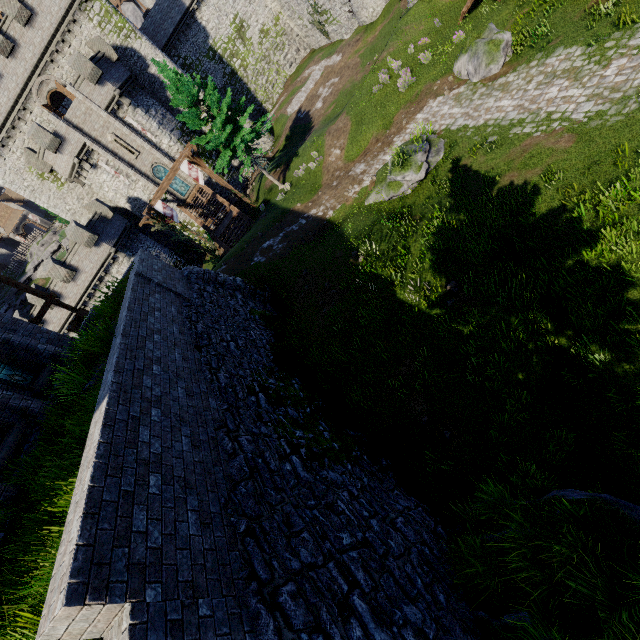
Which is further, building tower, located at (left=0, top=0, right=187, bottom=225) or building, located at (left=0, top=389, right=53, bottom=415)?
building tower, located at (left=0, top=0, right=187, bottom=225)

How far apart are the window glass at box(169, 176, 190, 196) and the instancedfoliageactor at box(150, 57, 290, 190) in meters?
13.0

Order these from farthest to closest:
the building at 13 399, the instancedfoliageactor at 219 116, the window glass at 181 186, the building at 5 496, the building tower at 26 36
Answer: the window glass at 181 186 < the building tower at 26 36 < the instancedfoliageactor at 219 116 < the building at 13 399 < the building at 5 496

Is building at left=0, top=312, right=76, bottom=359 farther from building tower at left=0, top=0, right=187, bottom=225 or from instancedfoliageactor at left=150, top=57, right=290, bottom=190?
building tower at left=0, top=0, right=187, bottom=225

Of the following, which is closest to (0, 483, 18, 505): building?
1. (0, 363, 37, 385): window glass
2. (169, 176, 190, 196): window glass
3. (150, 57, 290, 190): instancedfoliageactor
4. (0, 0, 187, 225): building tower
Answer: (0, 363, 37, 385): window glass

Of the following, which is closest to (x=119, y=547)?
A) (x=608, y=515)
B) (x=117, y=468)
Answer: (x=117, y=468)

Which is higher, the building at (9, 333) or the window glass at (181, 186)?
the building at (9, 333)

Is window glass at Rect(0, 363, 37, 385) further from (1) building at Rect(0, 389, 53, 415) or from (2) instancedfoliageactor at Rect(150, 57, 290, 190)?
(2) instancedfoliageactor at Rect(150, 57, 290, 190)
